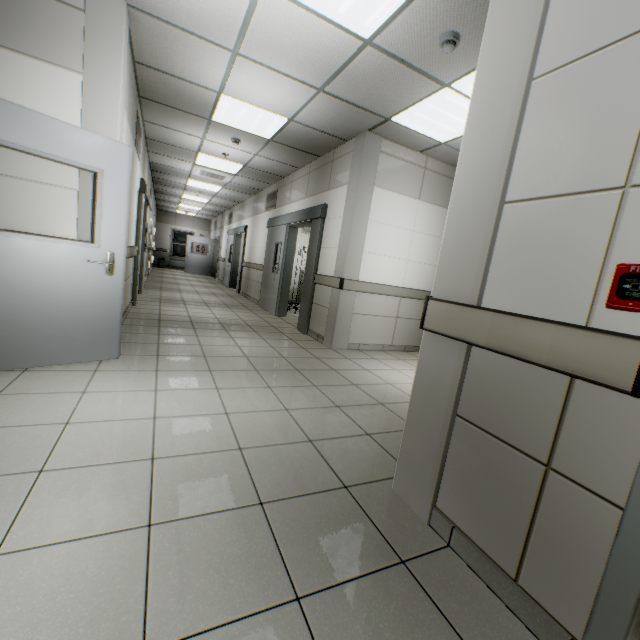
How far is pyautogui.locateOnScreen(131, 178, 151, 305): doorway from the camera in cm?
590

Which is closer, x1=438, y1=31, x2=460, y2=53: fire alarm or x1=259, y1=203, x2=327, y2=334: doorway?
x1=438, y1=31, x2=460, y2=53: fire alarm

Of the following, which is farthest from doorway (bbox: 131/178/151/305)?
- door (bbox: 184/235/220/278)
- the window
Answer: the window

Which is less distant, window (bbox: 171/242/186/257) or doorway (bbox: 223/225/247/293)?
doorway (bbox: 223/225/247/293)

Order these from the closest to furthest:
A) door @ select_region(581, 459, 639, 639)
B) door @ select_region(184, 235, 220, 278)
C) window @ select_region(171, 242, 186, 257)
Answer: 1. door @ select_region(581, 459, 639, 639)
2. door @ select_region(184, 235, 220, 278)
3. window @ select_region(171, 242, 186, 257)

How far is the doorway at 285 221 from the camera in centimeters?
580cm

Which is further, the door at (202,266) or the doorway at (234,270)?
the door at (202,266)

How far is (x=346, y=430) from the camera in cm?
252
